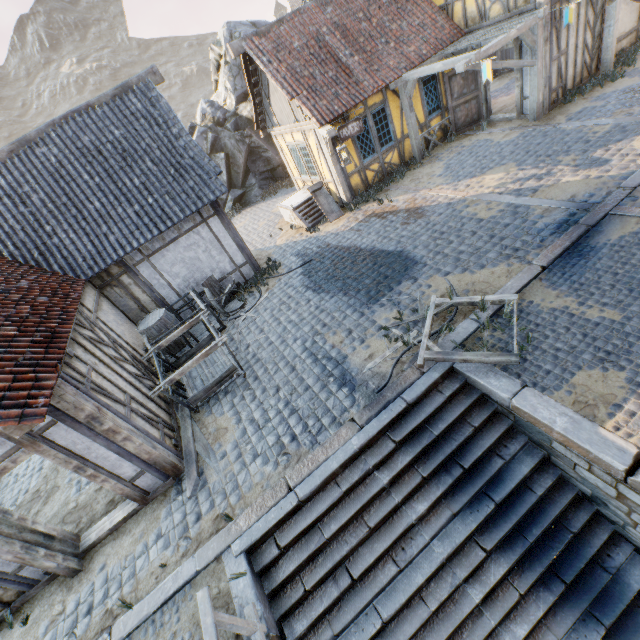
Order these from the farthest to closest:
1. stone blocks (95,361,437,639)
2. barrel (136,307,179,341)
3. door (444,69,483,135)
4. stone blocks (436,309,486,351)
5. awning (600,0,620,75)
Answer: door (444,69,483,135), awning (600,0,620,75), barrel (136,307,179,341), stone blocks (436,309,486,351), stone blocks (95,361,437,639)

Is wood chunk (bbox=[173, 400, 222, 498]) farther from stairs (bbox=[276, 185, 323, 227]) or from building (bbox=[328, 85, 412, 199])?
building (bbox=[328, 85, 412, 199])

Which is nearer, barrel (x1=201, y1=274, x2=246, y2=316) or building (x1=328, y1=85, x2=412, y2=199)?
barrel (x1=201, y1=274, x2=246, y2=316)

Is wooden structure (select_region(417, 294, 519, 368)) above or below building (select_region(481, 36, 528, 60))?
below

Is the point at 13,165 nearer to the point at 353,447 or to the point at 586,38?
the point at 353,447

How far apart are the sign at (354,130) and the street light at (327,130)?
0.30m

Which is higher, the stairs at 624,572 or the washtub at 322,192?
the washtub at 322,192

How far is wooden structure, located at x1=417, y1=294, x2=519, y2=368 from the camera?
5.0m
